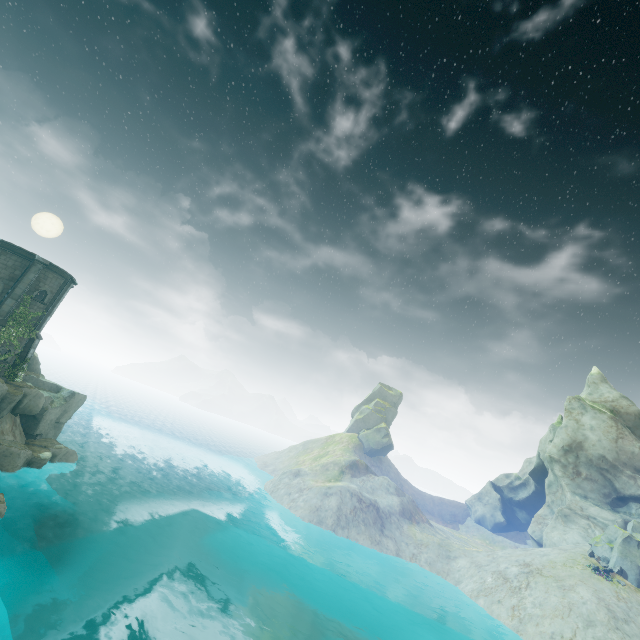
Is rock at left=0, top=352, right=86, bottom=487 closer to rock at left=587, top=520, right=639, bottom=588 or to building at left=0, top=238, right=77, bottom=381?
building at left=0, top=238, right=77, bottom=381

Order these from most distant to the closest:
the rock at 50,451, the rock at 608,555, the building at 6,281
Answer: the rock at 608,555 → the building at 6,281 → the rock at 50,451

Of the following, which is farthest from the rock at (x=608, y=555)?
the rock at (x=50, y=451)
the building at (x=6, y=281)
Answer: the building at (x=6, y=281)

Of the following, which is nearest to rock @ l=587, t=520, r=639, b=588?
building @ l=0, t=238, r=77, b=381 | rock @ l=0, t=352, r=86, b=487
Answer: rock @ l=0, t=352, r=86, b=487

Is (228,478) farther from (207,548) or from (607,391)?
(607,391)
